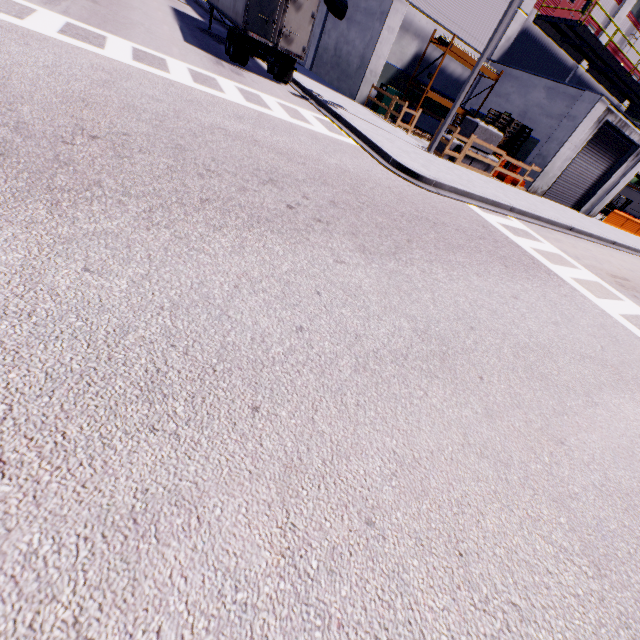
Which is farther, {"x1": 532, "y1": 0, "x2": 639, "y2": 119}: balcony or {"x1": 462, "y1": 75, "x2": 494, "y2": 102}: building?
{"x1": 462, "y1": 75, "x2": 494, "y2": 102}: building

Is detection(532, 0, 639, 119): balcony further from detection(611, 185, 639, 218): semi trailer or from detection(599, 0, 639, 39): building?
detection(611, 185, 639, 218): semi trailer

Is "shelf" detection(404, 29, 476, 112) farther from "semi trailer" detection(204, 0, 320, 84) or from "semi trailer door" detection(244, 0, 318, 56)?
"semi trailer door" detection(244, 0, 318, 56)

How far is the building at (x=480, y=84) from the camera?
20.5m

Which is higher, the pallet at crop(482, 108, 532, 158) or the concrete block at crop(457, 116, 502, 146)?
the pallet at crop(482, 108, 532, 158)

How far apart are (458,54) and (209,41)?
13.3 meters

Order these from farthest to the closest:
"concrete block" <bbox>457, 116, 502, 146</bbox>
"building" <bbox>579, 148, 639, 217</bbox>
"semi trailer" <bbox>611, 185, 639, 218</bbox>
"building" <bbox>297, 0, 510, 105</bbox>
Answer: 1. "semi trailer" <bbox>611, 185, 639, 218</bbox>
2. "building" <bbox>579, 148, 639, 217</bbox>
3. "building" <bbox>297, 0, 510, 105</bbox>
4. "concrete block" <bbox>457, 116, 502, 146</bbox>
